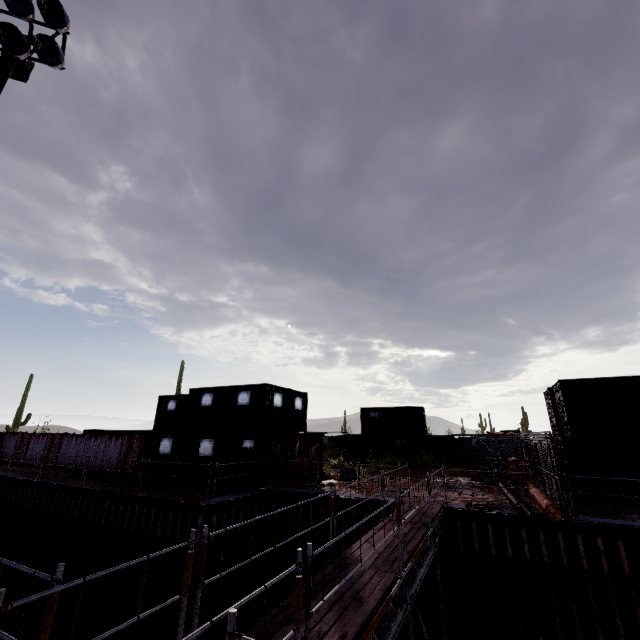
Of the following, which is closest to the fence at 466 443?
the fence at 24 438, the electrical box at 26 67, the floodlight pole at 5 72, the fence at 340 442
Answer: the fence at 340 442

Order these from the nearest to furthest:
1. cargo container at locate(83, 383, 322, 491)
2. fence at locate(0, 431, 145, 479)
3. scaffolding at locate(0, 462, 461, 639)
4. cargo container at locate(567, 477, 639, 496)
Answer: scaffolding at locate(0, 462, 461, 639) → cargo container at locate(567, 477, 639, 496) → cargo container at locate(83, 383, 322, 491) → fence at locate(0, 431, 145, 479)

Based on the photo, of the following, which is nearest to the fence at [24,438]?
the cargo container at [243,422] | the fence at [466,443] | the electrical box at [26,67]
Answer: the cargo container at [243,422]

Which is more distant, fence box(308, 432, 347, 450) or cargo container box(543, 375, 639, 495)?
fence box(308, 432, 347, 450)

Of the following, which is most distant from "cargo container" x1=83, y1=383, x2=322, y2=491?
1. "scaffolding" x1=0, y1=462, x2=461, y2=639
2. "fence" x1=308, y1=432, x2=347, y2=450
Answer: "scaffolding" x1=0, y1=462, x2=461, y2=639

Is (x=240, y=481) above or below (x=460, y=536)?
above

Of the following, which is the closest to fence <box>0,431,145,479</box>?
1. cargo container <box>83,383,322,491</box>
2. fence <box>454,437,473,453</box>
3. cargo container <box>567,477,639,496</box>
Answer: cargo container <box>83,383,322,491</box>

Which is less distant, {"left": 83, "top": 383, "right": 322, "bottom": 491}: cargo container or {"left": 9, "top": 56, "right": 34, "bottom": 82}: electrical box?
{"left": 9, "top": 56, "right": 34, "bottom": 82}: electrical box
